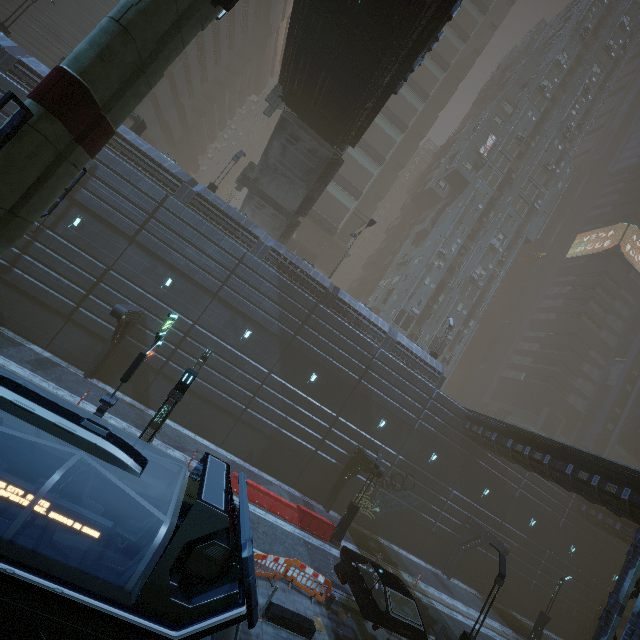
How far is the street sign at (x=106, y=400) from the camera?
9.3 meters

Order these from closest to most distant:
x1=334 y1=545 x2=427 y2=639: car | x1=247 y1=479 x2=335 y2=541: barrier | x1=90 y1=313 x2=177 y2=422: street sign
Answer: x1=90 y1=313 x2=177 y2=422: street sign → x1=334 y1=545 x2=427 y2=639: car → x1=247 y1=479 x2=335 y2=541: barrier

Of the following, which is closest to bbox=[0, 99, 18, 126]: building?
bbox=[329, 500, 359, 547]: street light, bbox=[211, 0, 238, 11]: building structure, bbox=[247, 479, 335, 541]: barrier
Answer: bbox=[329, 500, 359, 547]: street light

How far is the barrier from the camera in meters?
17.2 m

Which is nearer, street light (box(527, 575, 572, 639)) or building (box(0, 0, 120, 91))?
building (box(0, 0, 120, 91))

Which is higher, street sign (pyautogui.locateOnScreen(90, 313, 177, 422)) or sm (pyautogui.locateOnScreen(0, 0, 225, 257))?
sm (pyautogui.locateOnScreen(0, 0, 225, 257))

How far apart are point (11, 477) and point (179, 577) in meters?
2.7

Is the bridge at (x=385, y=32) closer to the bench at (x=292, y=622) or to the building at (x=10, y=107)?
the building at (x=10, y=107)
